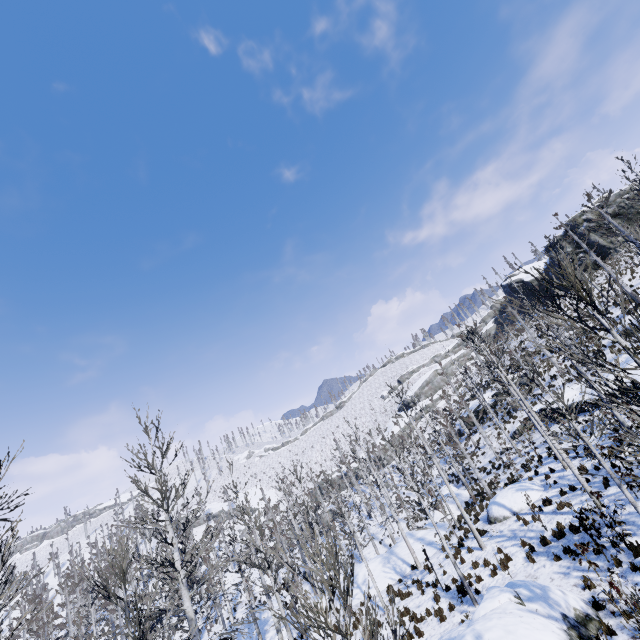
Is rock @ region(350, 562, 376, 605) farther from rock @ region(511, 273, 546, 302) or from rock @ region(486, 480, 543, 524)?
rock @ region(511, 273, 546, 302)

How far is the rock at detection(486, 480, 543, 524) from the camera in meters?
17.8 m

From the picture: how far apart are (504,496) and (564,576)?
8.3 meters

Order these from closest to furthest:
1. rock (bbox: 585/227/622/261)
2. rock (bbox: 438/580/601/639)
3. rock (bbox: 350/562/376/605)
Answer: rock (bbox: 438/580/601/639), rock (bbox: 350/562/376/605), rock (bbox: 585/227/622/261)

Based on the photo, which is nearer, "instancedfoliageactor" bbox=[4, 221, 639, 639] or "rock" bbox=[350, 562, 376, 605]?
"instancedfoliageactor" bbox=[4, 221, 639, 639]

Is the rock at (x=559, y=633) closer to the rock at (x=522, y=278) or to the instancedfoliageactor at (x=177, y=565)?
the instancedfoliageactor at (x=177, y=565)

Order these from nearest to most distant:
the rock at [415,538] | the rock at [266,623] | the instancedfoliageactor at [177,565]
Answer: the instancedfoliageactor at [177,565]
the rock at [266,623]
the rock at [415,538]
